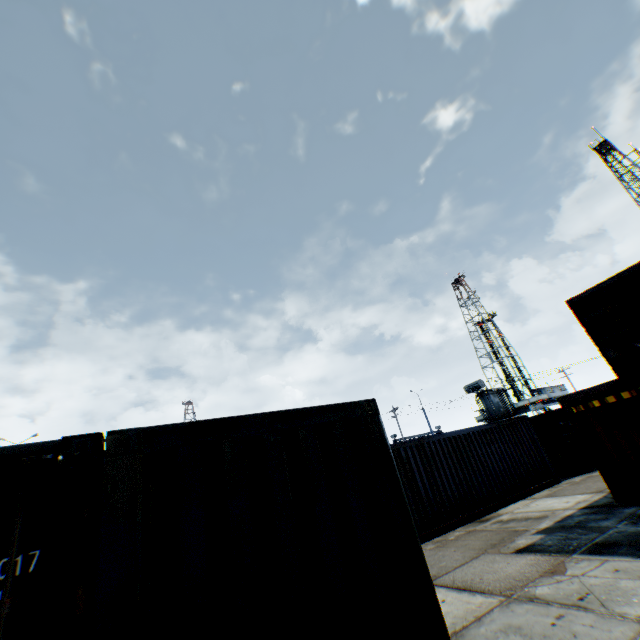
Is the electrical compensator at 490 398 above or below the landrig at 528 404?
below

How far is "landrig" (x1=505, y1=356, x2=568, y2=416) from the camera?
52.2m

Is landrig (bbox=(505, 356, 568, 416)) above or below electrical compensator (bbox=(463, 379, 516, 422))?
above

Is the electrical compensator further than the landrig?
No

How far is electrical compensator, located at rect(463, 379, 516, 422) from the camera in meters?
28.3

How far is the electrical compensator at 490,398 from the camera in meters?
28.3 m

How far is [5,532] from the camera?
2.0m
